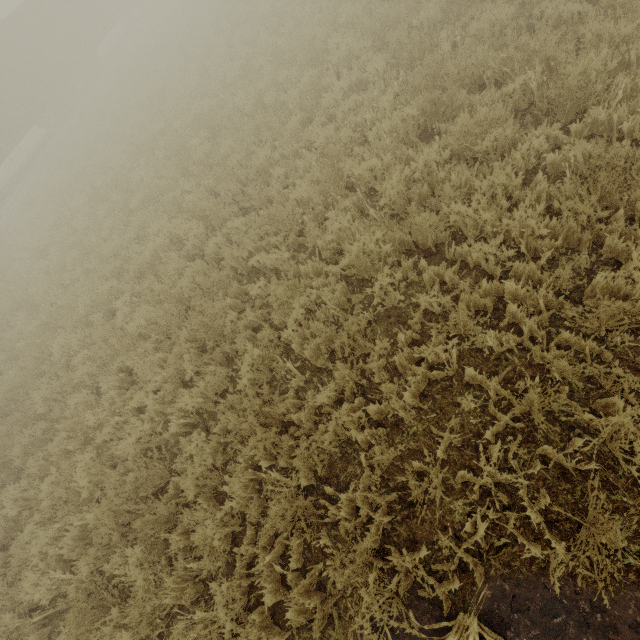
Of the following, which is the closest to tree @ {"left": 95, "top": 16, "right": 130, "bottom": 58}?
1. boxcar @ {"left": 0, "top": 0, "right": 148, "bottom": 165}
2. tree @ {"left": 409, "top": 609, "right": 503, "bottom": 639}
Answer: boxcar @ {"left": 0, "top": 0, "right": 148, "bottom": 165}

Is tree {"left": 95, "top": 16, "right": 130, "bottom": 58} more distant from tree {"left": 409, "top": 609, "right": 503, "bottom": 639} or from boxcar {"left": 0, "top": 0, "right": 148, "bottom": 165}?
tree {"left": 409, "top": 609, "right": 503, "bottom": 639}

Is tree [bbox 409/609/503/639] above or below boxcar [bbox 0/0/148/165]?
below

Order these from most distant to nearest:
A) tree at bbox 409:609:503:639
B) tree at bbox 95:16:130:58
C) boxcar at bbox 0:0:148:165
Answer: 1. tree at bbox 95:16:130:58
2. boxcar at bbox 0:0:148:165
3. tree at bbox 409:609:503:639

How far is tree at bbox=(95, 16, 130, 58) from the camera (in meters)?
33.73

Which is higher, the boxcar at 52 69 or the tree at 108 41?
the boxcar at 52 69

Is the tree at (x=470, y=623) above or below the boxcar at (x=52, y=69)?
below

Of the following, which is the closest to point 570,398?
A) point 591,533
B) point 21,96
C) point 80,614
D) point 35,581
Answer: point 591,533
